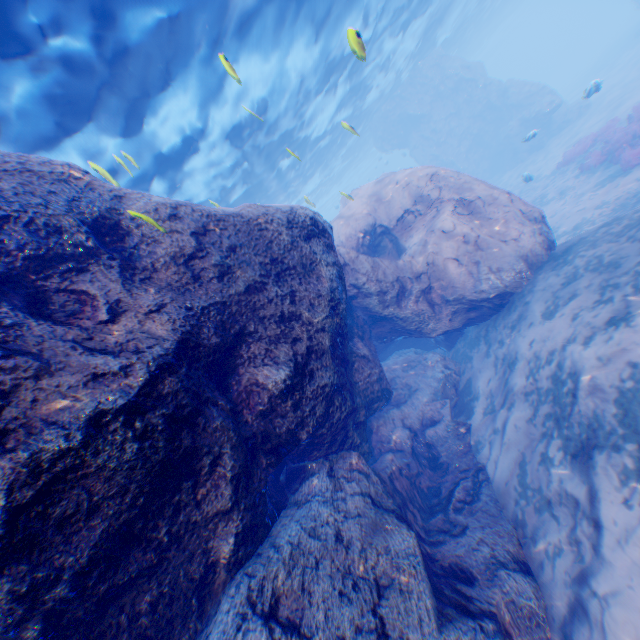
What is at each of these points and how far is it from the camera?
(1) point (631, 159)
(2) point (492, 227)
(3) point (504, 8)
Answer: (1) instancedfoliageactor, 12.1 meters
(2) rock, 9.0 meters
(3) light, 41.0 meters

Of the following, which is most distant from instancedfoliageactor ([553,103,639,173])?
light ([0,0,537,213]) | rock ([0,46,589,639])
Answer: light ([0,0,537,213])

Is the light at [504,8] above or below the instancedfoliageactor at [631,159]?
above

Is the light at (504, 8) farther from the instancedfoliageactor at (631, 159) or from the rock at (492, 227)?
the instancedfoliageactor at (631, 159)

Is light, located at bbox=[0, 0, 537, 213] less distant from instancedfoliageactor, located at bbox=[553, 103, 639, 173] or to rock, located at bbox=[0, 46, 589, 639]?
rock, located at bbox=[0, 46, 589, 639]

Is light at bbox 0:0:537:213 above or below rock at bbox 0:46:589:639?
above
